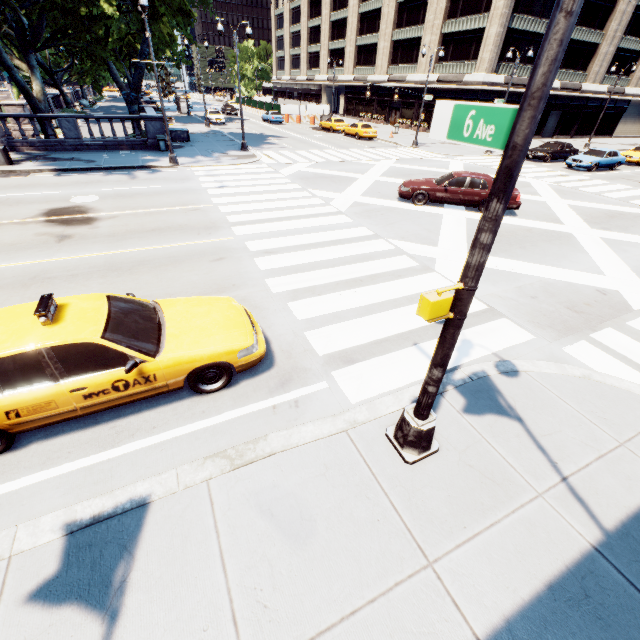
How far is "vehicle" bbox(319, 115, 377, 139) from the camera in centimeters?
3331cm

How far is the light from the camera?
3.32m

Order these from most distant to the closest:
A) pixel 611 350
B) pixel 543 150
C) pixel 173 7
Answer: pixel 543 150, pixel 173 7, pixel 611 350

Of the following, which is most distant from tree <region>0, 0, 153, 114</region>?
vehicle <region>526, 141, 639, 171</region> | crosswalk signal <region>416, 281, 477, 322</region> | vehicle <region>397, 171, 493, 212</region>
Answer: vehicle <region>526, 141, 639, 171</region>

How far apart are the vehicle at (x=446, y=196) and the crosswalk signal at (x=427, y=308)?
12.78m

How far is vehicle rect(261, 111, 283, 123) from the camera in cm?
4297

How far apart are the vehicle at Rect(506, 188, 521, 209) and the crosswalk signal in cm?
1278

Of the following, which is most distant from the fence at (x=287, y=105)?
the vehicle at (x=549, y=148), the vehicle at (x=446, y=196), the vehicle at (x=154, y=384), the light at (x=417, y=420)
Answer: the light at (x=417, y=420)
